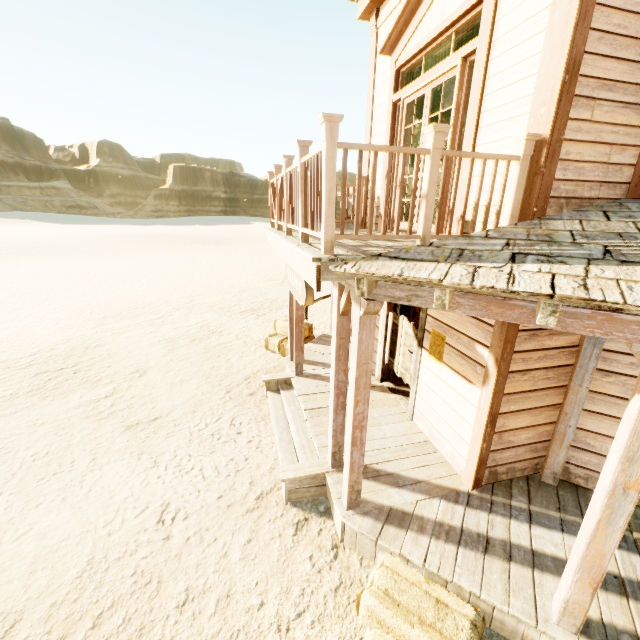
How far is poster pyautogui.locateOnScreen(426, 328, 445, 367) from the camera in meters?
4.5

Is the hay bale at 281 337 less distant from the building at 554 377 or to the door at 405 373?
the building at 554 377

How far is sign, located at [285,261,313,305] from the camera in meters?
4.1 m

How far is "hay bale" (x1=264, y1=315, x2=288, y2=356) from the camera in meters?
8.6

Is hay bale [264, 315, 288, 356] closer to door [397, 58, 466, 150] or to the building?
the building

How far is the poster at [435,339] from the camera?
4.5m

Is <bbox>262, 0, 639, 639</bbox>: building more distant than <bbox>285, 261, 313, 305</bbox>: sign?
No

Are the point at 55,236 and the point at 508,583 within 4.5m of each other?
no
